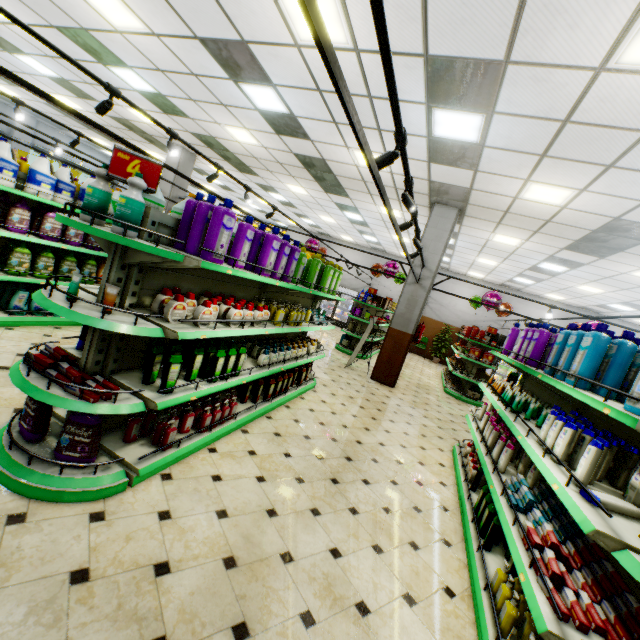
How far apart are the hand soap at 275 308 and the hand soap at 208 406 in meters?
1.2

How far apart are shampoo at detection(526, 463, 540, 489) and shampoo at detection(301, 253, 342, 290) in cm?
354

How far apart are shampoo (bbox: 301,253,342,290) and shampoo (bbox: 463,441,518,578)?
3.4 meters

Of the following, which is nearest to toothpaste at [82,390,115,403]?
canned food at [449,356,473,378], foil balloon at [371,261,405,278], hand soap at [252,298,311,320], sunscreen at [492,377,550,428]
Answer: hand soap at [252,298,311,320]

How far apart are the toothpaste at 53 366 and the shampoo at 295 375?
2.6m

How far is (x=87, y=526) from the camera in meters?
2.2 m

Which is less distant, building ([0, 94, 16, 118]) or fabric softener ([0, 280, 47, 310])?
fabric softener ([0, 280, 47, 310])

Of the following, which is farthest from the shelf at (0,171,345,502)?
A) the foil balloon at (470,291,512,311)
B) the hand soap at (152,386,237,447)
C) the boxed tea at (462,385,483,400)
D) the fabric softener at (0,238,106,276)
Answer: the foil balloon at (470,291,512,311)
